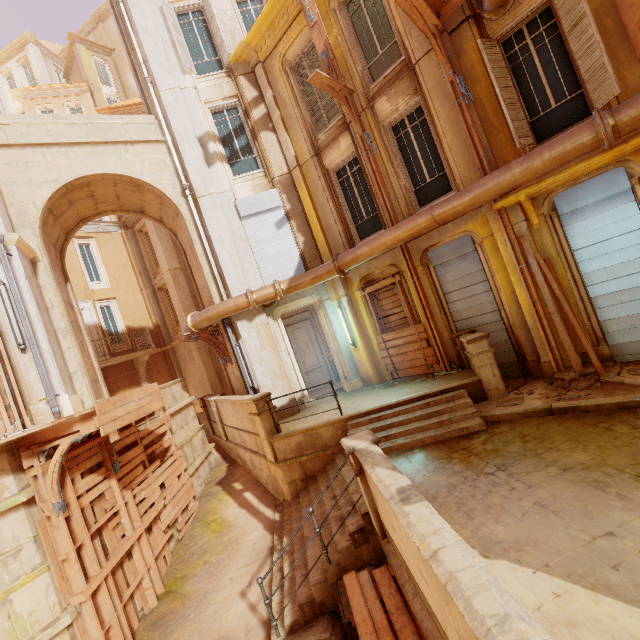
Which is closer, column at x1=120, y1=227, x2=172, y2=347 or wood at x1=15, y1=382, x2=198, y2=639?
wood at x1=15, y1=382, x2=198, y2=639

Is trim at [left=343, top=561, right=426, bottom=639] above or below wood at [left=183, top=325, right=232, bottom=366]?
below

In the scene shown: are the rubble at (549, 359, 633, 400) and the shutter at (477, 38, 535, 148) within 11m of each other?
yes

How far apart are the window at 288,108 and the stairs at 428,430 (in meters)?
8.17

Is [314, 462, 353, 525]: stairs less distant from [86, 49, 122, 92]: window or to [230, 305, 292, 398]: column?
[230, 305, 292, 398]: column

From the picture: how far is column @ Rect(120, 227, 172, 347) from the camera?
20.0m

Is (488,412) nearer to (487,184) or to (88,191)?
(487,184)

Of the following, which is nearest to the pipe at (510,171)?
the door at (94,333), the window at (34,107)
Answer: the door at (94,333)
